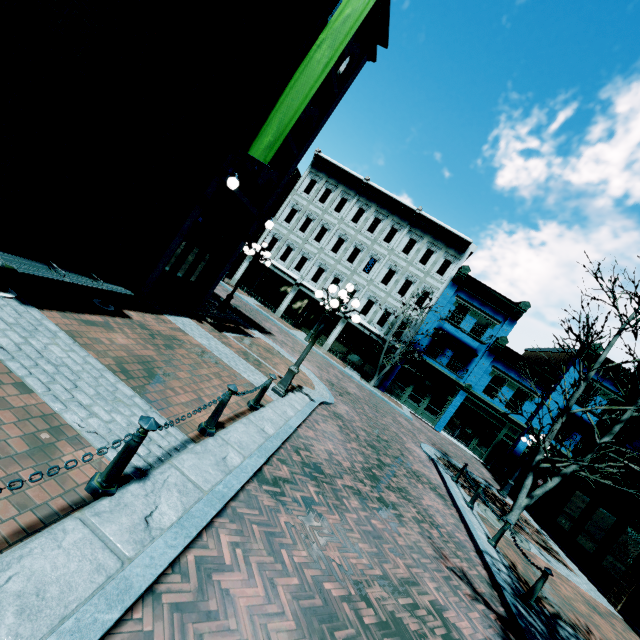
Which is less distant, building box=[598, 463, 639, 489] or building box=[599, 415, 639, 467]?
building box=[598, 463, 639, 489]

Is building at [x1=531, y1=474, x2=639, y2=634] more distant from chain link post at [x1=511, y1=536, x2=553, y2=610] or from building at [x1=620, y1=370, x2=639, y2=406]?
building at [x1=620, y1=370, x2=639, y2=406]

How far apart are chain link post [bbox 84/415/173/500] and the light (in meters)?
6.91

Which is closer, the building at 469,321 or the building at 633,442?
the building at 633,442

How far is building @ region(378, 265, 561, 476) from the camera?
23.27m

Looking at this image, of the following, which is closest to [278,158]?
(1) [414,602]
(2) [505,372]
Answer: (1) [414,602]

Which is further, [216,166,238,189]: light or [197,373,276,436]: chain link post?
[216,166,238,189]: light

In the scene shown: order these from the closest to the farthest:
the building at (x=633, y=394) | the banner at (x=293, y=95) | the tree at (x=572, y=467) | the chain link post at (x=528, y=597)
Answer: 1. the chain link post at (x=528, y=597)
2. the banner at (x=293, y=95)
3. the tree at (x=572, y=467)
4. the building at (x=633, y=394)
